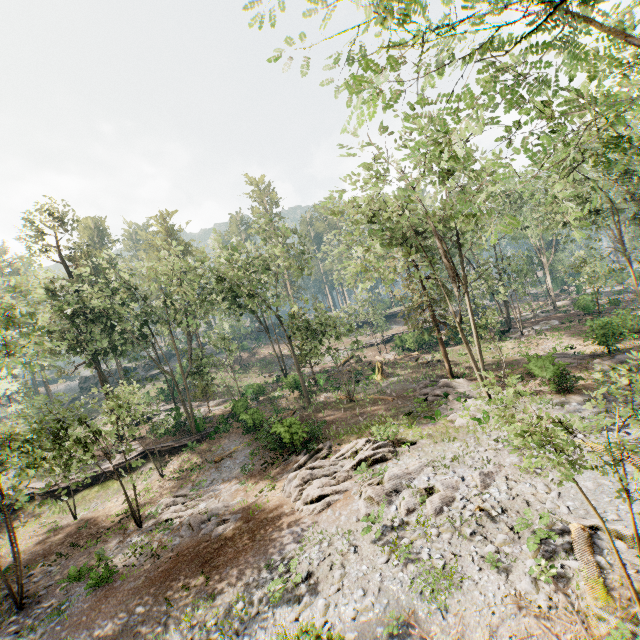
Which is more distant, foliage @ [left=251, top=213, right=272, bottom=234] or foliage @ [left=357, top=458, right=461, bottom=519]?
foliage @ [left=251, top=213, right=272, bottom=234]

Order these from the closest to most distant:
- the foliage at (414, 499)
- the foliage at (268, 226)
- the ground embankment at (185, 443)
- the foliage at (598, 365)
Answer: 1. the foliage at (598, 365)
2. the foliage at (414, 499)
3. the ground embankment at (185, 443)
4. the foliage at (268, 226)

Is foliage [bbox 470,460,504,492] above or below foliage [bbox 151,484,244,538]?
above

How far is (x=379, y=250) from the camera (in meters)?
18.70

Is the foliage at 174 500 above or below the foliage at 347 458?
below

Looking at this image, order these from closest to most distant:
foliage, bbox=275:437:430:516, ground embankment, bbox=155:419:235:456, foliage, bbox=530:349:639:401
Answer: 1. foliage, bbox=530:349:639:401
2. foliage, bbox=275:437:430:516
3. ground embankment, bbox=155:419:235:456
